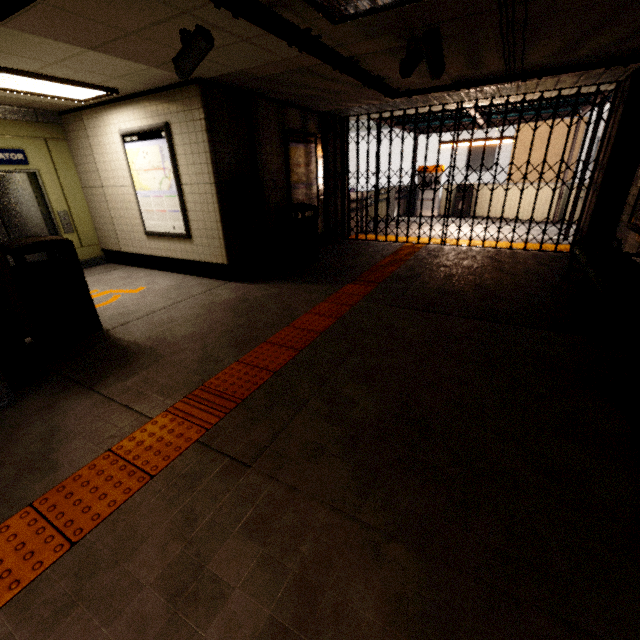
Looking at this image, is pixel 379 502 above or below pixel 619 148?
below

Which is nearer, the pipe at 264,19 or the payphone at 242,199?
the pipe at 264,19

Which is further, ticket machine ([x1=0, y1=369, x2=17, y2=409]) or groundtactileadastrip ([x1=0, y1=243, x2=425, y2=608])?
ticket machine ([x1=0, y1=369, x2=17, y2=409])

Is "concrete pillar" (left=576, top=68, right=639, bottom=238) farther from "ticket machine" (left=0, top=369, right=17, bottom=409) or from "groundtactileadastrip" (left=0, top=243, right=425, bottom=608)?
"ticket machine" (left=0, top=369, right=17, bottom=409)

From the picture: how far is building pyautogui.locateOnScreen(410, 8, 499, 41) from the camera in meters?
3.0 m

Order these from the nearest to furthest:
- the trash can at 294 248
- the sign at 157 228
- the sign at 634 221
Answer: the sign at 634 221
the sign at 157 228
the trash can at 294 248

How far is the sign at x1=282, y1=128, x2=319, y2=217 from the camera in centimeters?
643cm

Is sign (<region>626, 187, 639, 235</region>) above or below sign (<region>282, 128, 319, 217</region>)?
below
